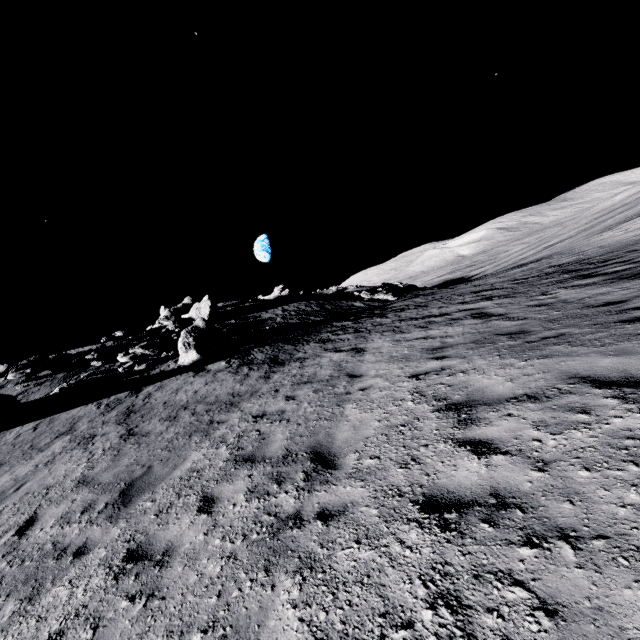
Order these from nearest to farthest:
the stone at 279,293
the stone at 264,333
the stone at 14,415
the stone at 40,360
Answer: the stone at 14,415 < the stone at 40,360 < the stone at 264,333 < the stone at 279,293

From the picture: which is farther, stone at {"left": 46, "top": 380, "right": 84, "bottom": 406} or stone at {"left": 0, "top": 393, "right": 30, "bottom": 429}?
stone at {"left": 46, "top": 380, "right": 84, "bottom": 406}

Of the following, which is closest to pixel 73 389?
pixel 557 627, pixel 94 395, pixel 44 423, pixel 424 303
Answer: pixel 94 395

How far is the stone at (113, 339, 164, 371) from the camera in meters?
17.6

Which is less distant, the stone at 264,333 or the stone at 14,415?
the stone at 14,415

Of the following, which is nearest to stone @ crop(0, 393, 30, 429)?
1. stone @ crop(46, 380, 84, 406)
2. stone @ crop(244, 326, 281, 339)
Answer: stone @ crop(46, 380, 84, 406)

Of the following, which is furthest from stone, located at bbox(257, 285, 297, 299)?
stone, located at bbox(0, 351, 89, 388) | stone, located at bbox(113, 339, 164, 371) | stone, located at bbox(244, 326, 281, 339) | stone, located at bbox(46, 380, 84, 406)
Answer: stone, located at bbox(46, 380, 84, 406)

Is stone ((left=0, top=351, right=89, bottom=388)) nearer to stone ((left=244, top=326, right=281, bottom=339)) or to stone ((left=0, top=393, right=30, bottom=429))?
stone ((left=0, top=393, right=30, bottom=429))
